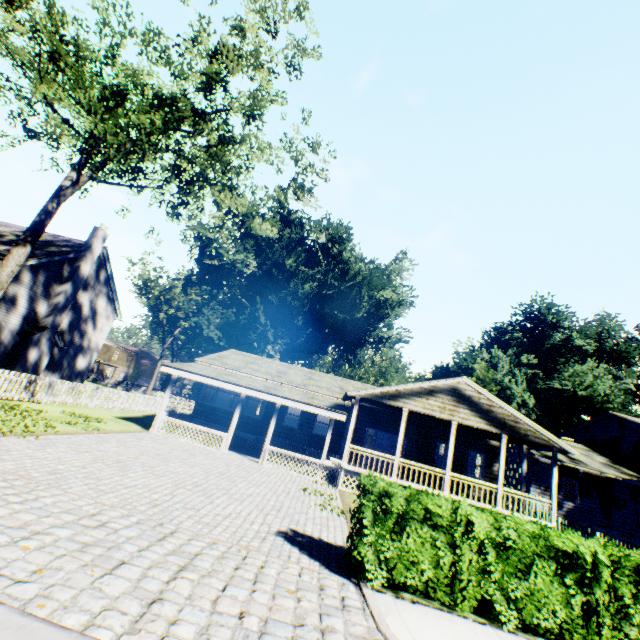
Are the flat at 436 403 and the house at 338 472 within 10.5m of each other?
yes

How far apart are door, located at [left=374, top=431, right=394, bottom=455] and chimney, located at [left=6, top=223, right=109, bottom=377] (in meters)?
22.92

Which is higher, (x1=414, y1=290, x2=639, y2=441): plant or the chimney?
(x1=414, y1=290, x2=639, y2=441): plant

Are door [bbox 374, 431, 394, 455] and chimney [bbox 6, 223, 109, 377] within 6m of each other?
no

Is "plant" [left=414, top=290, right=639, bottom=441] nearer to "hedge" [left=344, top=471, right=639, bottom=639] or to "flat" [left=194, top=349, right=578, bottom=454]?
"flat" [left=194, top=349, right=578, bottom=454]

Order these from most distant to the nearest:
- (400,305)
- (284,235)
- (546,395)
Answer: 1. (284,235)
2. (400,305)
3. (546,395)

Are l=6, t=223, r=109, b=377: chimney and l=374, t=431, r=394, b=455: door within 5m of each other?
no

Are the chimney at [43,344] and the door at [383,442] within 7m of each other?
no
